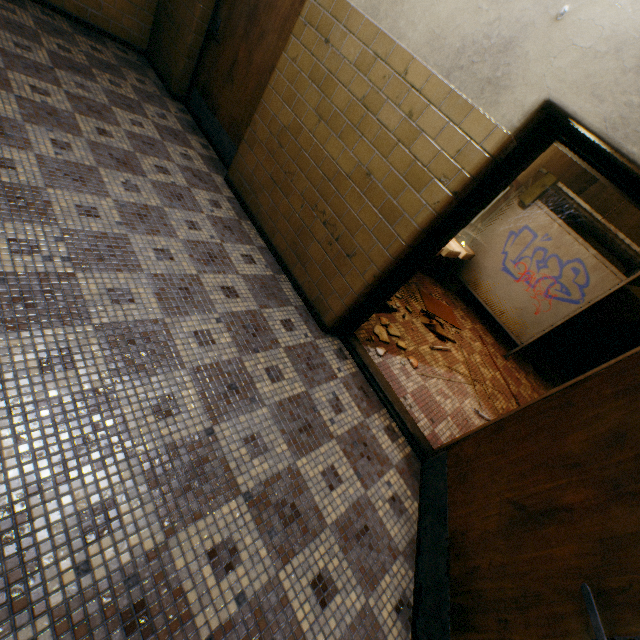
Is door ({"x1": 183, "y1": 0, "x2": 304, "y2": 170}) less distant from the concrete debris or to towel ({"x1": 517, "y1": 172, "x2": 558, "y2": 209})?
the concrete debris

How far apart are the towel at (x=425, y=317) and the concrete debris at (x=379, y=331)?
0.8m

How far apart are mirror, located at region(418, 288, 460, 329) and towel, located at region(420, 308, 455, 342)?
0.13m

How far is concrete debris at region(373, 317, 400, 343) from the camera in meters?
3.6

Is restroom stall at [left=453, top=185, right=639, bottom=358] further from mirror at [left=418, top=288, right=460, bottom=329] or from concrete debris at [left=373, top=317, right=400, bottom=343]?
concrete debris at [left=373, top=317, right=400, bottom=343]

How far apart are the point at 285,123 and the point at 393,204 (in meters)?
1.49

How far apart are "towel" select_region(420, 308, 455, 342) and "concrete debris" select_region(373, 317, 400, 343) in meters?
0.8

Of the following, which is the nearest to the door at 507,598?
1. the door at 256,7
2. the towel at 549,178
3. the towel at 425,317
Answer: the towel at 425,317
